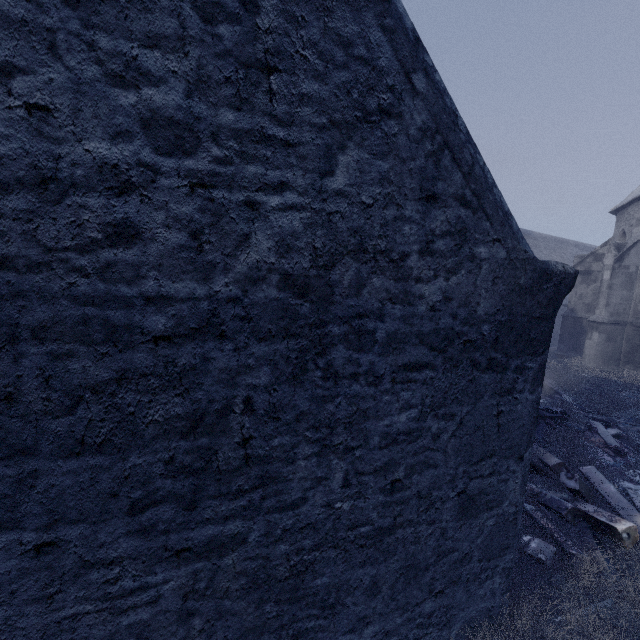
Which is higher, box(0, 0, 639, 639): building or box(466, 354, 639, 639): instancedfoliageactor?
box(0, 0, 639, 639): building

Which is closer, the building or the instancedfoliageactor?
the building

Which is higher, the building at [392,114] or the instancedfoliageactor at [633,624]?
the building at [392,114]

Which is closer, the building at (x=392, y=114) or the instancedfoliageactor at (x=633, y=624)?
the building at (x=392, y=114)

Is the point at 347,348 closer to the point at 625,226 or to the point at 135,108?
the point at 135,108
